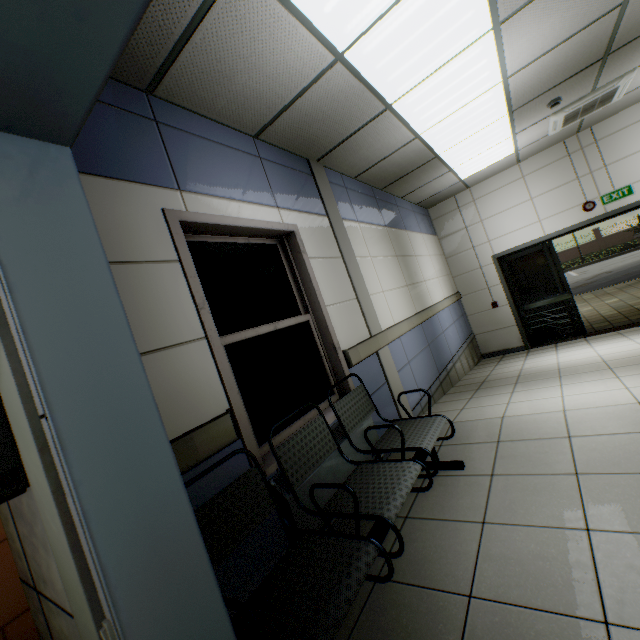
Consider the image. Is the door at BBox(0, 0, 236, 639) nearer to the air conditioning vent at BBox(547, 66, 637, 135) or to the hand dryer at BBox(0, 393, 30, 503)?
the hand dryer at BBox(0, 393, 30, 503)

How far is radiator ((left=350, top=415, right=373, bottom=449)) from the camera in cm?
262

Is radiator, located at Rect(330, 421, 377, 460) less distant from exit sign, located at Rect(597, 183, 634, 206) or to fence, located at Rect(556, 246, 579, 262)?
exit sign, located at Rect(597, 183, 634, 206)

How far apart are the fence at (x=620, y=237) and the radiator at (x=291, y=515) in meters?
37.1 m

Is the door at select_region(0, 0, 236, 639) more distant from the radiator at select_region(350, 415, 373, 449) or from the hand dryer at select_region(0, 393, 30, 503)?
the radiator at select_region(350, 415, 373, 449)

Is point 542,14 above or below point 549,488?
above

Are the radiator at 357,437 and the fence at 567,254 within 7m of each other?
no

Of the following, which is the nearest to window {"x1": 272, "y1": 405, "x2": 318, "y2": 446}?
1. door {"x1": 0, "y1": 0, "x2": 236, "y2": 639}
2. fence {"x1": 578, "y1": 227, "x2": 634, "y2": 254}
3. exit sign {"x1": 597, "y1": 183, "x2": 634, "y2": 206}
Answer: door {"x1": 0, "y1": 0, "x2": 236, "y2": 639}
